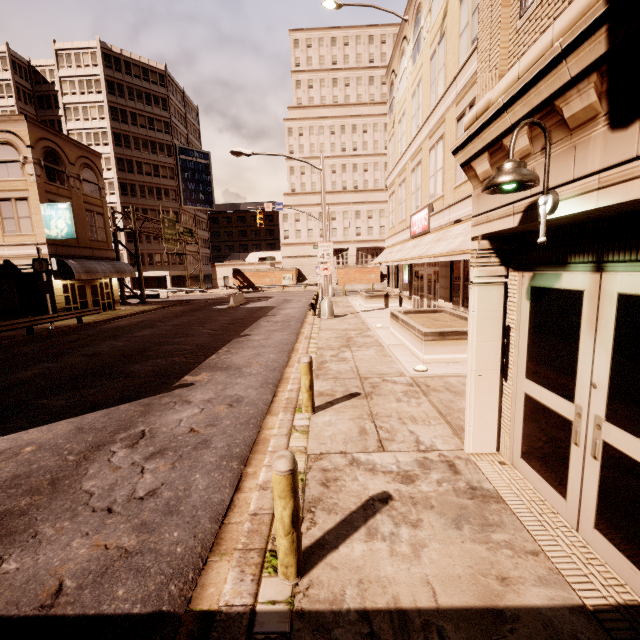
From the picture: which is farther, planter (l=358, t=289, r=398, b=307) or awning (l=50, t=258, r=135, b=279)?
planter (l=358, t=289, r=398, b=307)

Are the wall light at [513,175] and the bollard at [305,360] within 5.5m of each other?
yes

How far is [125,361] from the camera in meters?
11.7

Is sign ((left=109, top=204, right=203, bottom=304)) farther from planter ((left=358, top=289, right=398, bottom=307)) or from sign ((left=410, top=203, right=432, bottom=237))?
sign ((left=410, top=203, right=432, bottom=237))

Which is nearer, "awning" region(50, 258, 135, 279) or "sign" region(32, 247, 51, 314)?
"sign" region(32, 247, 51, 314)

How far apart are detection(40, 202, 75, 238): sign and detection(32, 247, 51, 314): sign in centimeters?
354cm

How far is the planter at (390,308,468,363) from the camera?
9.4 meters

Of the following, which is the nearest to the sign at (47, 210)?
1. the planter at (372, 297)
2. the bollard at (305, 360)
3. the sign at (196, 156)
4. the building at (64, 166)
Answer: the planter at (372, 297)
